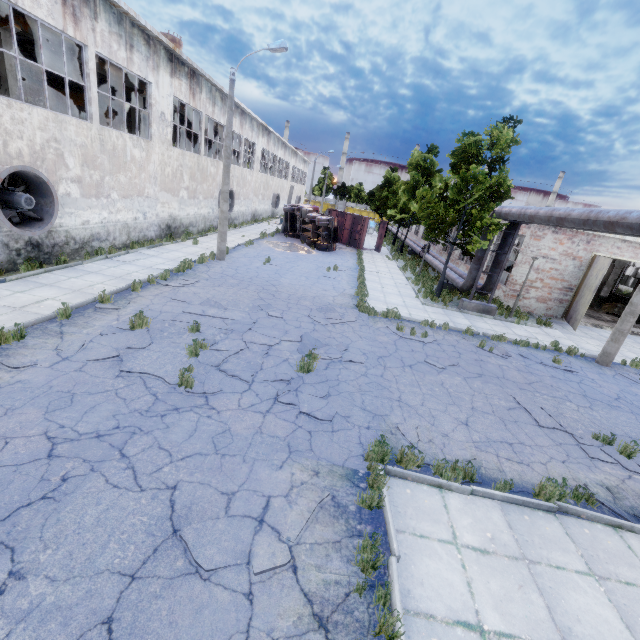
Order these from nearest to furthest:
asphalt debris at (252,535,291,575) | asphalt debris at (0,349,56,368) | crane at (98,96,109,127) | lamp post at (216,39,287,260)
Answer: asphalt debris at (252,535,291,575), asphalt debris at (0,349,56,368), lamp post at (216,39,287,260), crane at (98,96,109,127)

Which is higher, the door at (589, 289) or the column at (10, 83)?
the column at (10, 83)

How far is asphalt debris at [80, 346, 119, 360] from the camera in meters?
7.3 m

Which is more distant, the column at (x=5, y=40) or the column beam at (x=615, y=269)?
the column beam at (x=615, y=269)

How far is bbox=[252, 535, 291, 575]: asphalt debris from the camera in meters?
3.9

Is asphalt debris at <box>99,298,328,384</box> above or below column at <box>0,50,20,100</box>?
below

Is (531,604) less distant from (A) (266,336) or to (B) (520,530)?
(B) (520,530)

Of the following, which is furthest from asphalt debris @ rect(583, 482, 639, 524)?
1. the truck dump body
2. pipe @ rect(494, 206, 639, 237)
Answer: the truck dump body
